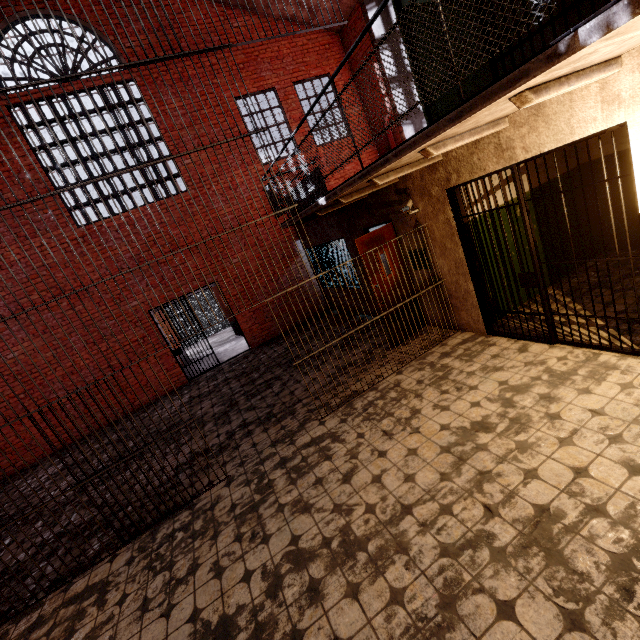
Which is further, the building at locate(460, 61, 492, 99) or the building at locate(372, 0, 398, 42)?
the building at locate(460, 61, 492, 99)

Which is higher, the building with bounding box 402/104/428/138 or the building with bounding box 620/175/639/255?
the building with bounding box 402/104/428/138

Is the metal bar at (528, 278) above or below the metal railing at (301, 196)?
below

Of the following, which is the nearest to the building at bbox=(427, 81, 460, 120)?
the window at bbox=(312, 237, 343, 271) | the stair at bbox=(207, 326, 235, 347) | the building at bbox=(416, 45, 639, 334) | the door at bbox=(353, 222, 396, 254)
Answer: the building at bbox=(416, 45, 639, 334)

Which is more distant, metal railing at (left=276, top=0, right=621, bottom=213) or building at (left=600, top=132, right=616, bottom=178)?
building at (left=600, top=132, right=616, bottom=178)

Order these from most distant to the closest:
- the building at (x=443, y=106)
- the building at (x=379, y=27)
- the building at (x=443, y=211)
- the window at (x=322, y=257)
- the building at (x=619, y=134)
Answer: the window at (x=322, y=257), the building at (x=619, y=134), the building at (x=443, y=106), the building at (x=379, y=27), the building at (x=443, y=211)

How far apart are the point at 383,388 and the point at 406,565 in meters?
2.7

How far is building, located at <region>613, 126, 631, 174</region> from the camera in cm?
543
